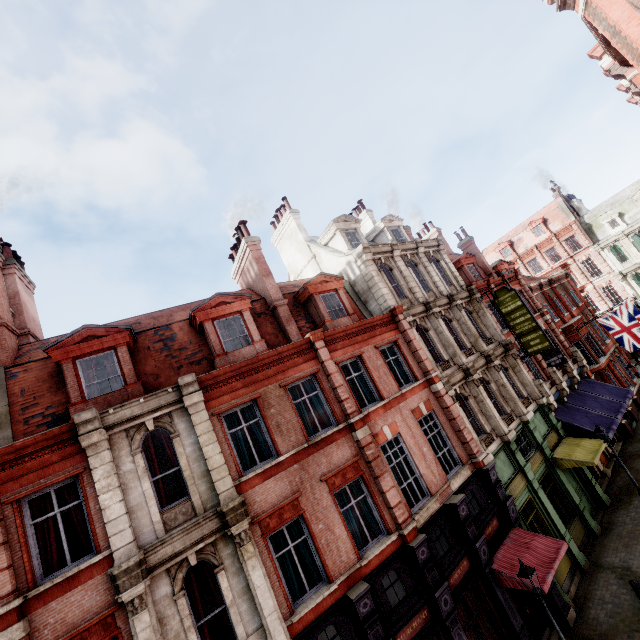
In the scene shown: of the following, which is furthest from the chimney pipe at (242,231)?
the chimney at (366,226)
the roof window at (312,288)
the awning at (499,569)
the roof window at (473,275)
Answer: the awning at (499,569)

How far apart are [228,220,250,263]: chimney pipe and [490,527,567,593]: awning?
17.1 meters

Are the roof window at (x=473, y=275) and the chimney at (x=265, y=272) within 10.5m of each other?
no

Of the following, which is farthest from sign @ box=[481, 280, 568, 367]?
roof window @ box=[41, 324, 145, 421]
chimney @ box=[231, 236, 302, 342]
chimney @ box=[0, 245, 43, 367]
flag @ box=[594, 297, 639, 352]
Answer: chimney @ box=[0, 245, 43, 367]

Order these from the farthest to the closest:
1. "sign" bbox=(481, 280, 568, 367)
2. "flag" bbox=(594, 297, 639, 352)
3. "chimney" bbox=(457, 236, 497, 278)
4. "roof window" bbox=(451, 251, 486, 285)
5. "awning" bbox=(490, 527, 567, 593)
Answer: "chimney" bbox=(457, 236, 497, 278)
"roof window" bbox=(451, 251, 486, 285)
"flag" bbox=(594, 297, 639, 352)
"sign" bbox=(481, 280, 568, 367)
"awning" bbox=(490, 527, 567, 593)

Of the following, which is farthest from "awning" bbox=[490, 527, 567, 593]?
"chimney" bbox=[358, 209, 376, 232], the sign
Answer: "chimney" bbox=[358, 209, 376, 232]

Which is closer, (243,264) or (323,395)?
(323,395)

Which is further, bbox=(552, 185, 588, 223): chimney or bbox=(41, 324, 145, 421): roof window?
bbox=(552, 185, 588, 223): chimney
